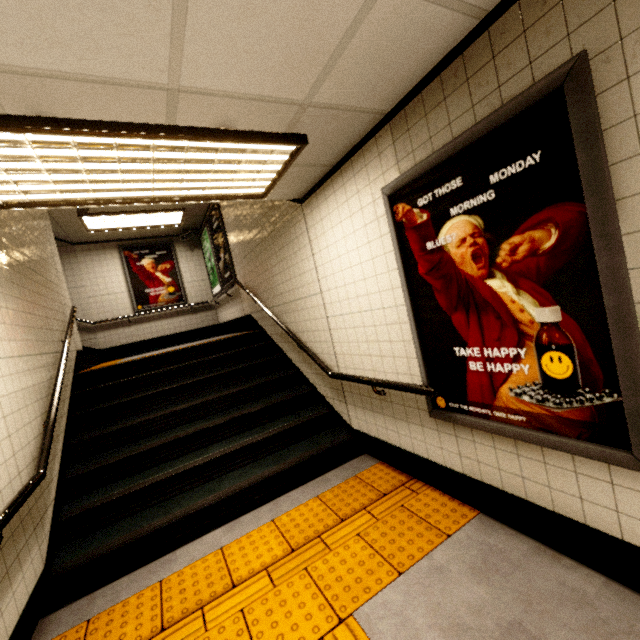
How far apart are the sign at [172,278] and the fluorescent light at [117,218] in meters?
0.9

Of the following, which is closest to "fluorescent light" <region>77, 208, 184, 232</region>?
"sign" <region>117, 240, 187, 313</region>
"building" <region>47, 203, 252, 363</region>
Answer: "building" <region>47, 203, 252, 363</region>

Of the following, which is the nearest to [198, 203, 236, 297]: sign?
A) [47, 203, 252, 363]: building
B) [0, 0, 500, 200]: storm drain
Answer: [47, 203, 252, 363]: building

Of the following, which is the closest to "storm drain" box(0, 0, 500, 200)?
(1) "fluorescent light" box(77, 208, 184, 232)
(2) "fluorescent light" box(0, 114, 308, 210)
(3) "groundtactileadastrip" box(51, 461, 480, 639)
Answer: (2) "fluorescent light" box(0, 114, 308, 210)

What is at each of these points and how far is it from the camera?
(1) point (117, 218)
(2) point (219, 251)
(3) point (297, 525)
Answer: (1) fluorescent light, 6.8m
(2) sign, 7.2m
(3) groundtactileadastrip, 2.7m

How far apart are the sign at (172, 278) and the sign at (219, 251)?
1.7m

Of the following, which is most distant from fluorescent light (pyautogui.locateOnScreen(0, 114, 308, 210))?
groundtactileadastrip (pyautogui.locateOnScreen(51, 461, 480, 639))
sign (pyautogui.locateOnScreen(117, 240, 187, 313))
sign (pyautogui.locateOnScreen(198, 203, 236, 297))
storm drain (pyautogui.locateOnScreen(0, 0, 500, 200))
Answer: sign (pyautogui.locateOnScreen(117, 240, 187, 313))

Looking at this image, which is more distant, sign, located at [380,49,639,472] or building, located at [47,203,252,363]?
building, located at [47,203,252,363]
